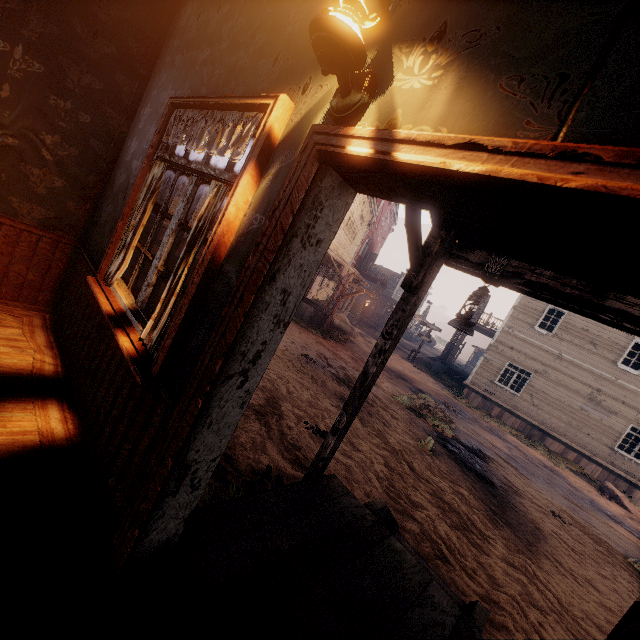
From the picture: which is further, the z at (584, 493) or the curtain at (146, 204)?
the z at (584, 493)

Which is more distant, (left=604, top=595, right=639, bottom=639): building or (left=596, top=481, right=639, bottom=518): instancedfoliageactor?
(left=596, top=481, right=639, bottom=518): instancedfoliageactor

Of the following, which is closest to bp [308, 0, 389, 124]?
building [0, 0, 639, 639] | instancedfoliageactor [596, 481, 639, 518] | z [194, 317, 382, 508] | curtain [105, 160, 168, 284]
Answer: building [0, 0, 639, 639]

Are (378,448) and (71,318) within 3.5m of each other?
no

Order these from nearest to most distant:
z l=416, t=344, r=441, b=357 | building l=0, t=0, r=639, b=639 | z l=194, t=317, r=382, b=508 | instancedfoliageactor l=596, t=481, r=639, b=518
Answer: building l=0, t=0, r=639, b=639
z l=194, t=317, r=382, b=508
instancedfoliageactor l=596, t=481, r=639, b=518
z l=416, t=344, r=441, b=357

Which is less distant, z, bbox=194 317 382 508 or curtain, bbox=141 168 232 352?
curtain, bbox=141 168 232 352

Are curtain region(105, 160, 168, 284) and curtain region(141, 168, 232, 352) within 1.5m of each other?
yes

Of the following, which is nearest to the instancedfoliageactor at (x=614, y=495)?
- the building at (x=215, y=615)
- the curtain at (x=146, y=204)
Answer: the building at (x=215, y=615)
